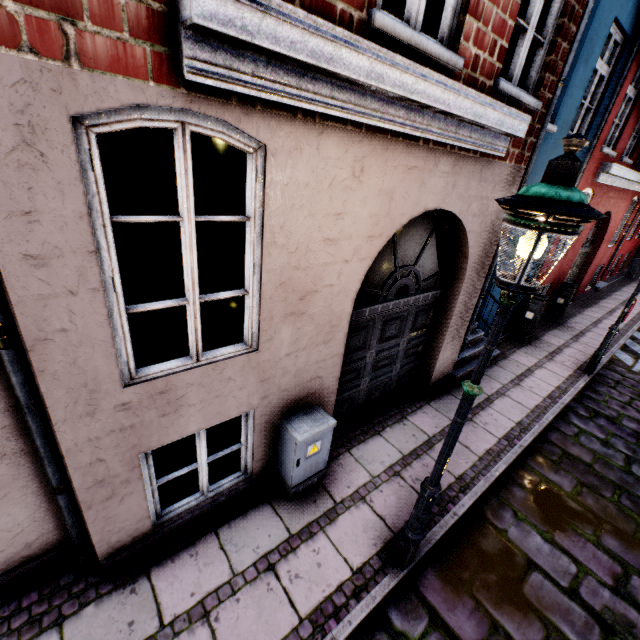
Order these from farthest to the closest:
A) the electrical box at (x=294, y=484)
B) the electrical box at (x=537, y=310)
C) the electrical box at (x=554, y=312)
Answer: the electrical box at (x=554, y=312) → the electrical box at (x=537, y=310) → the electrical box at (x=294, y=484)

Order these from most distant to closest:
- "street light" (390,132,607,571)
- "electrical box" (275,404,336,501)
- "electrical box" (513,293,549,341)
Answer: "electrical box" (513,293,549,341) → "electrical box" (275,404,336,501) → "street light" (390,132,607,571)

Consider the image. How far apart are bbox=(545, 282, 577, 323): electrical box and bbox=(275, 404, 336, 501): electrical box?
9.59m

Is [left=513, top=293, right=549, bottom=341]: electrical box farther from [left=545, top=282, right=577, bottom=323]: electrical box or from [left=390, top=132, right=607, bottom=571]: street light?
[left=545, top=282, right=577, bottom=323]: electrical box

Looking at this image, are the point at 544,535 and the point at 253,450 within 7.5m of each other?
yes

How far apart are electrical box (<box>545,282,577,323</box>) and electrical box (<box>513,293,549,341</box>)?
2.1m

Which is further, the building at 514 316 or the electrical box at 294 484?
the building at 514 316

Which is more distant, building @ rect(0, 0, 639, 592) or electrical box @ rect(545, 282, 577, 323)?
electrical box @ rect(545, 282, 577, 323)
